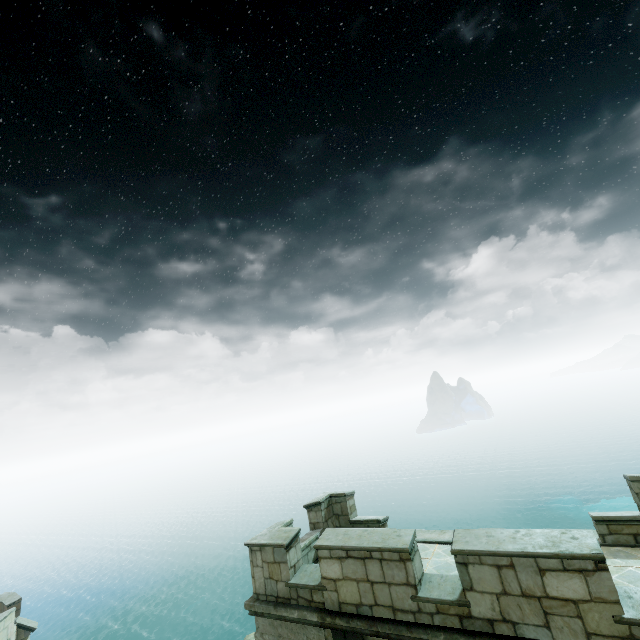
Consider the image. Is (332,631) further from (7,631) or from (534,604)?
(7,631)
